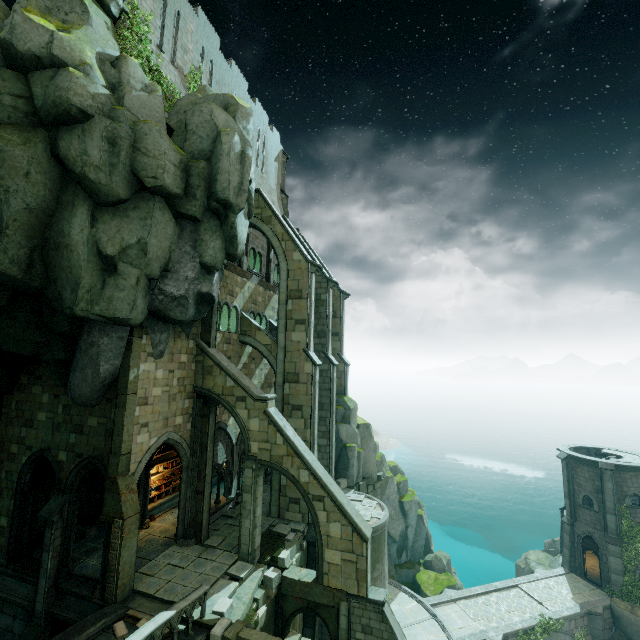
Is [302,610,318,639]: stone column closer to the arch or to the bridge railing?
the arch

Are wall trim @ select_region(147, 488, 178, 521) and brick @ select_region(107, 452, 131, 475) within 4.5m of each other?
no

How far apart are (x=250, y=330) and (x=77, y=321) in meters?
10.0

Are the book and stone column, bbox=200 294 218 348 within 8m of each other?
no

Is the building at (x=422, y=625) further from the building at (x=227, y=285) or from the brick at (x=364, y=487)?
the building at (x=227, y=285)

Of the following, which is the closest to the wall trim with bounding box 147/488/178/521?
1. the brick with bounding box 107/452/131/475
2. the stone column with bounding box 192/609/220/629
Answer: the brick with bounding box 107/452/131/475

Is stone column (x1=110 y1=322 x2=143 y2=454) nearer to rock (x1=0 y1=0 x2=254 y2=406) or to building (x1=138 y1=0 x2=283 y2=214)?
rock (x1=0 y1=0 x2=254 y2=406)

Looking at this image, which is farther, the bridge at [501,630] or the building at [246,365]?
the bridge at [501,630]
